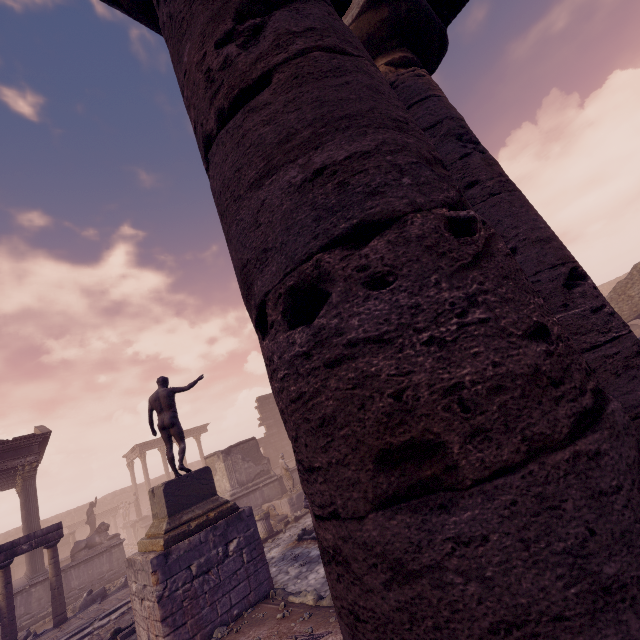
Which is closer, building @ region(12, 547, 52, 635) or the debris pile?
the debris pile

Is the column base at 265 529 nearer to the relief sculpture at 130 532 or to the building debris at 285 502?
the relief sculpture at 130 532

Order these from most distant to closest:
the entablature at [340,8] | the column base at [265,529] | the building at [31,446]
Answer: the building at [31,446] → the column base at [265,529] → the entablature at [340,8]

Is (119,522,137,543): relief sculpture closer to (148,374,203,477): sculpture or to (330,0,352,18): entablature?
(148,374,203,477): sculpture

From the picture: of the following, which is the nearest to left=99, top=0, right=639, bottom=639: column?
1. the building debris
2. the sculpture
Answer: the sculpture

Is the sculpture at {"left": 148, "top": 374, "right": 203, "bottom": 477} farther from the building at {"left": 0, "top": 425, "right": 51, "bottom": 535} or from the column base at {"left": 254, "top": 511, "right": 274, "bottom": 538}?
the building at {"left": 0, "top": 425, "right": 51, "bottom": 535}

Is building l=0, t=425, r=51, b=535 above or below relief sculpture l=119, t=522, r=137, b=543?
above

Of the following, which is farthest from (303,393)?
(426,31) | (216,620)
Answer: (216,620)
